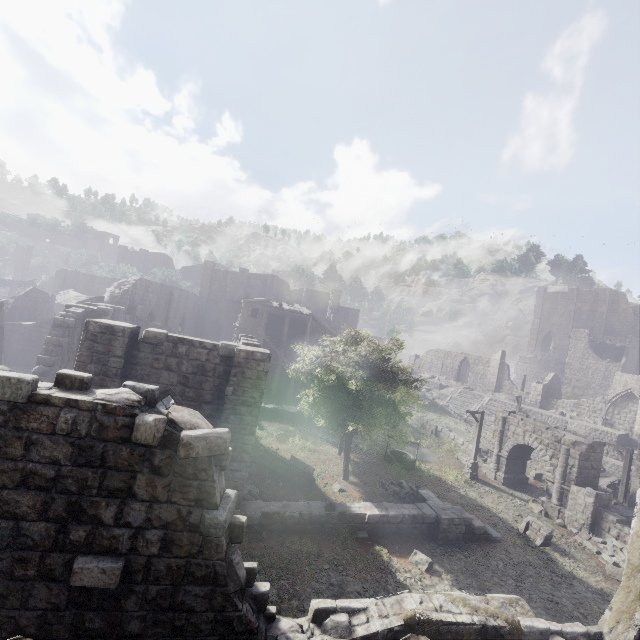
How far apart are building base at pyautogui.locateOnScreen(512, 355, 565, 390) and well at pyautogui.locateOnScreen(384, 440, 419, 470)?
42.2m

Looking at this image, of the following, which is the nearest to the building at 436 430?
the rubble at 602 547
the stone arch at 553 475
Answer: the rubble at 602 547

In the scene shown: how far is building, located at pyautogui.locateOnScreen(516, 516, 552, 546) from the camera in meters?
15.5 m

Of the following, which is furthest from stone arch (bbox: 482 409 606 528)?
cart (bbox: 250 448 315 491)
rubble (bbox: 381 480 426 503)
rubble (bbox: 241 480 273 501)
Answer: rubble (bbox: 241 480 273 501)

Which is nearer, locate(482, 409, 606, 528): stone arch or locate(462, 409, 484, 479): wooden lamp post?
locate(482, 409, 606, 528): stone arch

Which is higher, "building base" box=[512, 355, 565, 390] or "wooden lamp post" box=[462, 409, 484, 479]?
"building base" box=[512, 355, 565, 390]

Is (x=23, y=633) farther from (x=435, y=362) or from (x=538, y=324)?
(x=538, y=324)

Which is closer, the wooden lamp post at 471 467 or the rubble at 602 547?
the rubble at 602 547
